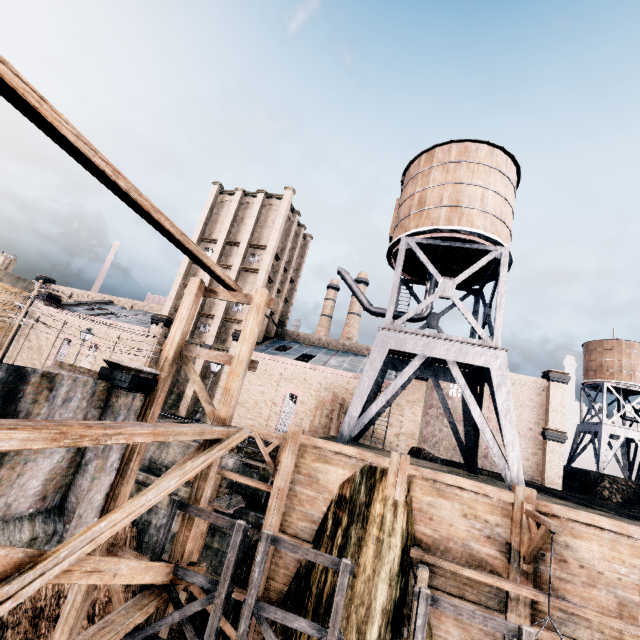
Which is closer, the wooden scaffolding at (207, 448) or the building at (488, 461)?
the wooden scaffolding at (207, 448)

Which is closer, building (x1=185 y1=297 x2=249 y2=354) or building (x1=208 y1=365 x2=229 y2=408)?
building (x1=208 y1=365 x2=229 y2=408)

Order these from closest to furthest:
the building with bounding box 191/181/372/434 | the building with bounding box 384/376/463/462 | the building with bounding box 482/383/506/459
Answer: the building with bounding box 384/376/463/462
the building with bounding box 191/181/372/434
the building with bounding box 482/383/506/459

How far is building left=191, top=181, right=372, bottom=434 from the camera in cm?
3184

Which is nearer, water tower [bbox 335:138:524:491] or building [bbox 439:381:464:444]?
water tower [bbox 335:138:524:491]

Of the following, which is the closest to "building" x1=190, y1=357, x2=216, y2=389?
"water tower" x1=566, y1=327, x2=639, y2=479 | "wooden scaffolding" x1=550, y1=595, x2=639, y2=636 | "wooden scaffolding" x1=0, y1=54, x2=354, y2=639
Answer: "water tower" x1=566, y1=327, x2=639, y2=479

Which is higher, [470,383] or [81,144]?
[470,383]

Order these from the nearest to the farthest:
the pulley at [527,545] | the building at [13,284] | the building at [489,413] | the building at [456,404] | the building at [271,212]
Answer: the pulley at [527,545], the building at [271,212], the building at [489,413], the building at [456,404], the building at [13,284]
